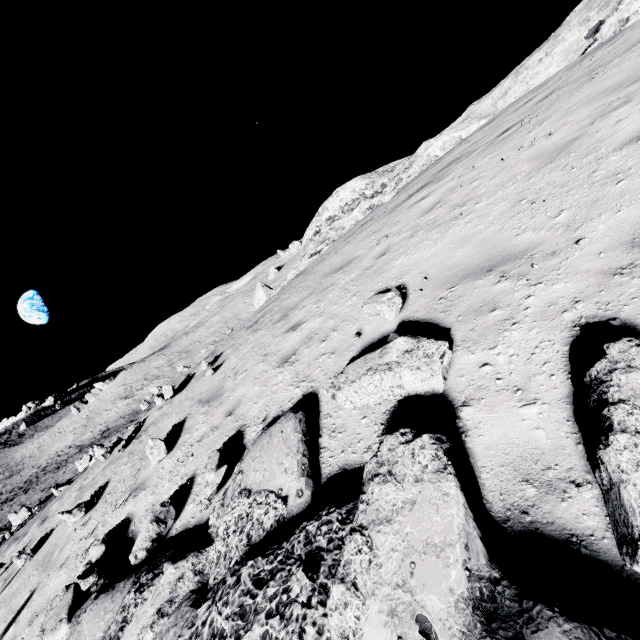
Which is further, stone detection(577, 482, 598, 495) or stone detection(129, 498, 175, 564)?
stone detection(129, 498, 175, 564)

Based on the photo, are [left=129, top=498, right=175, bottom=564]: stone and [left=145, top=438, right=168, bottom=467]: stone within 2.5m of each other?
yes

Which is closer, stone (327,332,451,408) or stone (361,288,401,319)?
stone (327,332,451,408)

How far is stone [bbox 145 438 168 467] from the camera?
6.1m

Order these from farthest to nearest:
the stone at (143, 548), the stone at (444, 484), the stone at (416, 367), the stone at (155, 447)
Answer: the stone at (155, 447), the stone at (143, 548), the stone at (416, 367), the stone at (444, 484)

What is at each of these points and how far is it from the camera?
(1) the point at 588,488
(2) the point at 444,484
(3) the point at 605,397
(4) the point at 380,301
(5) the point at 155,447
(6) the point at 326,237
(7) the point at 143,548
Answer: (1) stone, 1.84m
(2) stone, 1.99m
(3) stone, 1.85m
(4) stone, 4.41m
(5) stone, 6.20m
(6) stone, 13.90m
(7) stone, 4.00m

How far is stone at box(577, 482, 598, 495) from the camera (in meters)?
1.83

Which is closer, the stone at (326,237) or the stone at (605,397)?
the stone at (605,397)
